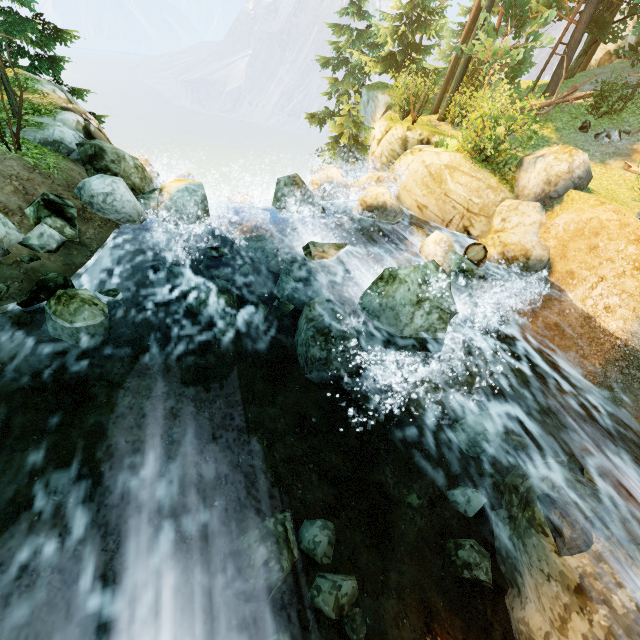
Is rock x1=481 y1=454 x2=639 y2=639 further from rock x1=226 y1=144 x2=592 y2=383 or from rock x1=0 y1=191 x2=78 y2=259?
rock x1=0 y1=191 x2=78 y2=259

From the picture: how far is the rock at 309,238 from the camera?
6.9m

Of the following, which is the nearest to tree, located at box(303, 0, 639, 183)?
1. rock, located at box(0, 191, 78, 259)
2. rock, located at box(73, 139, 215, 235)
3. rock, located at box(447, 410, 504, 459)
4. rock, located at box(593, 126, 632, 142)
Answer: rock, located at box(73, 139, 215, 235)

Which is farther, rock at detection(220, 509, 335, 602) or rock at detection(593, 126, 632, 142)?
rock at detection(593, 126, 632, 142)

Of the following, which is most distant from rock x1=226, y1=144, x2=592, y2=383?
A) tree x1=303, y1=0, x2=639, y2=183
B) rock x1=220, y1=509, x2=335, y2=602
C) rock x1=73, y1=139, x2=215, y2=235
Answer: tree x1=303, y1=0, x2=639, y2=183

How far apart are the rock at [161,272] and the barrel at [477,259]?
8.0 meters

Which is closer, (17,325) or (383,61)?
(17,325)

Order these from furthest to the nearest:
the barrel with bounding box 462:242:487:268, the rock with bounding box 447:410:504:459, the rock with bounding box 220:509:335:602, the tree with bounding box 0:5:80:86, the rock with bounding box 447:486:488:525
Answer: the tree with bounding box 0:5:80:86
the barrel with bounding box 462:242:487:268
the rock with bounding box 447:410:504:459
the rock with bounding box 447:486:488:525
the rock with bounding box 220:509:335:602
